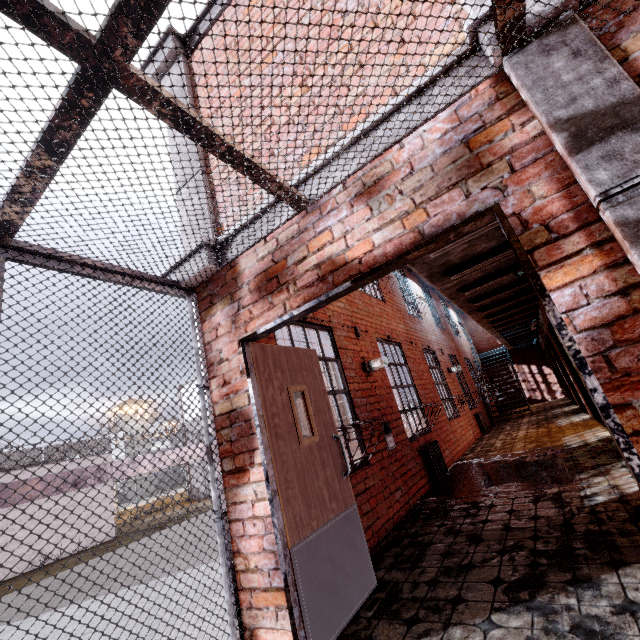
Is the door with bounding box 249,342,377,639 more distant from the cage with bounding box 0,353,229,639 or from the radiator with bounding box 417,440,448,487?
the radiator with bounding box 417,440,448,487

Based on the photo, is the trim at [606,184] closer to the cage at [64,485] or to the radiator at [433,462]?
the cage at [64,485]

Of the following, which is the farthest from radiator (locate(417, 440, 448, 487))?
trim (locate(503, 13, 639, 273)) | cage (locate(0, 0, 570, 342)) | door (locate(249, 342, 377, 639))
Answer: cage (locate(0, 0, 570, 342))

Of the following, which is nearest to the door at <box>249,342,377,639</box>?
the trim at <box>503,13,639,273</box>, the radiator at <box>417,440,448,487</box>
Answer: the trim at <box>503,13,639,273</box>

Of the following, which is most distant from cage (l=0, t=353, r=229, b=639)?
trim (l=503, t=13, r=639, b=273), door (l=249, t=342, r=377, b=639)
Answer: door (l=249, t=342, r=377, b=639)

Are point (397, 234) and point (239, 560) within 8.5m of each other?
yes

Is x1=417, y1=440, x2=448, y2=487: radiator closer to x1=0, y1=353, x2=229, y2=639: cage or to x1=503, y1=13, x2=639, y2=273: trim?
x1=503, y1=13, x2=639, y2=273: trim

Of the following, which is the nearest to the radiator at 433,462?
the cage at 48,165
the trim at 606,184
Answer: the trim at 606,184
